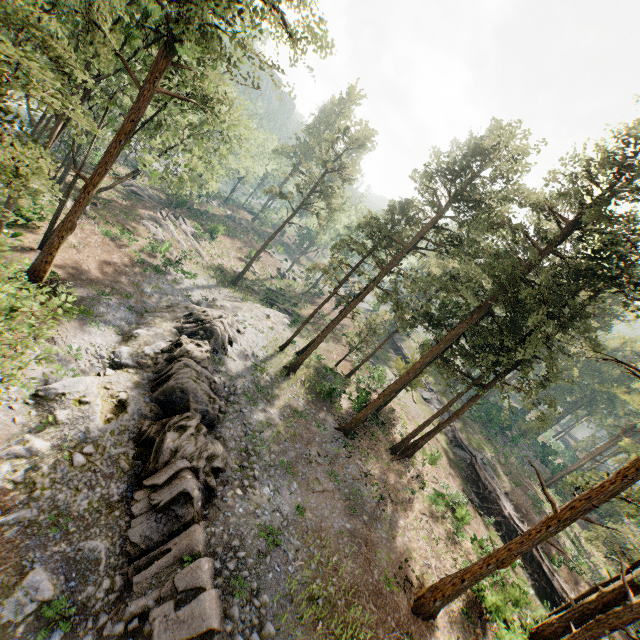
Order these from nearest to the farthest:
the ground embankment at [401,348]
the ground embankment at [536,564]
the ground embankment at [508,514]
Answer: the ground embankment at [536,564]
the ground embankment at [508,514]
the ground embankment at [401,348]

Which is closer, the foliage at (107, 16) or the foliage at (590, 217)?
the foliage at (107, 16)

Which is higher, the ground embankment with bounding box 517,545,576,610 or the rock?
the ground embankment with bounding box 517,545,576,610

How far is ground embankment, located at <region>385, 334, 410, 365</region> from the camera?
51.0m

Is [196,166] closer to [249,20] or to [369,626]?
[249,20]

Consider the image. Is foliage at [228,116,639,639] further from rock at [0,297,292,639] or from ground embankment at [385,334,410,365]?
ground embankment at [385,334,410,365]

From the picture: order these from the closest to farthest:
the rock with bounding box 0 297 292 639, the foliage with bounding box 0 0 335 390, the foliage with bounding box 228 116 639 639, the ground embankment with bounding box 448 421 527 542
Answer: the foliage with bounding box 0 0 335 390
the rock with bounding box 0 297 292 639
the foliage with bounding box 228 116 639 639
the ground embankment with bounding box 448 421 527 542

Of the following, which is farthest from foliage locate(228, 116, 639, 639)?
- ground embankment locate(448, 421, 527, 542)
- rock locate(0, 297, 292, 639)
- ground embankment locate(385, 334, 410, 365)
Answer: ground embankment locate(385, 334, 410, 365)
